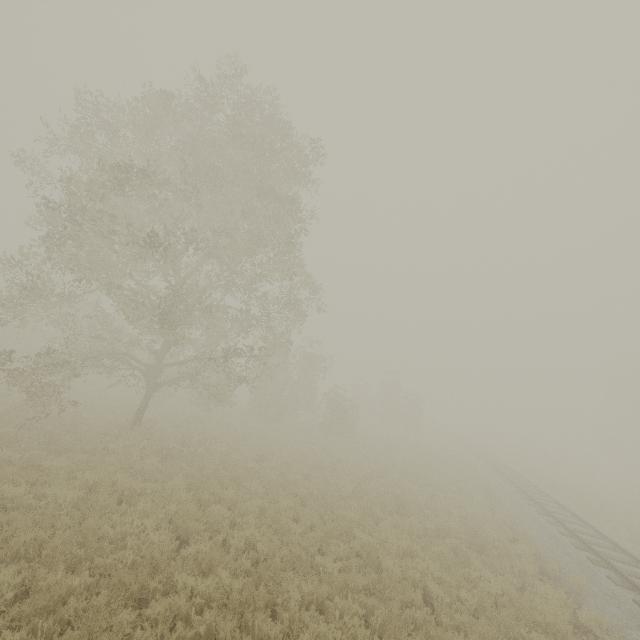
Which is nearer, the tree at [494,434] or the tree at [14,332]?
the tree at [14,332]

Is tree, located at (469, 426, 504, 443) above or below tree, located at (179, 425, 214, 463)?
above

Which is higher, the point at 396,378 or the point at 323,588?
the point at 396,378

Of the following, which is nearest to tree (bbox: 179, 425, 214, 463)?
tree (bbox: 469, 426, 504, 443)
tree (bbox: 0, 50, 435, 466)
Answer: tree (bbox: 0, 50, 435, 466)

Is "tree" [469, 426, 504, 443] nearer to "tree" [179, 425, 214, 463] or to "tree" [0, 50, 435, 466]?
"tree" [0, 50, 435, 466]

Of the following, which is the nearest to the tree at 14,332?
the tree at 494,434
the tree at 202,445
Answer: the tree at 202,445

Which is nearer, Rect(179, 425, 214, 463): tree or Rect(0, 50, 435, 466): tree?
Rect(0, 50, 435, 466): tree
